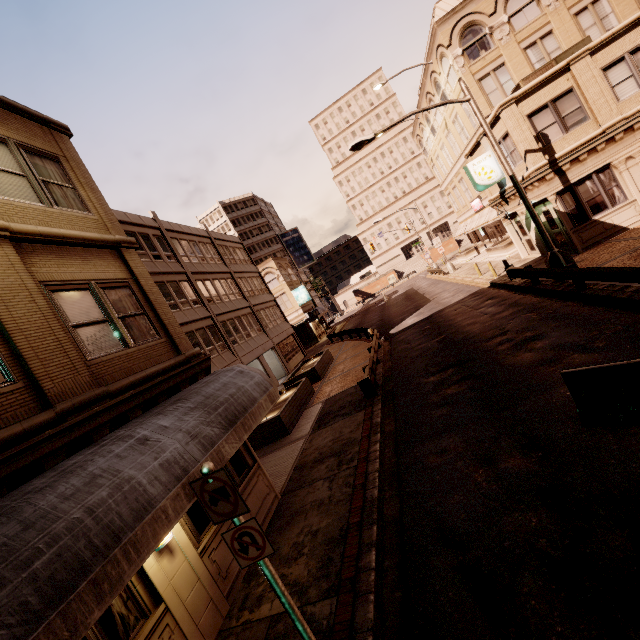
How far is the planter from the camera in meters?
13.8

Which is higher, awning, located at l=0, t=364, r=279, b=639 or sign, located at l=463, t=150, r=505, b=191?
sign, located at l=463, t=150, r=505, b=191

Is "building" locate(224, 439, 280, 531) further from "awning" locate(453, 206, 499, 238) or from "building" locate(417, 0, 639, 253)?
"awning" locate(453, 206, 499, 238)

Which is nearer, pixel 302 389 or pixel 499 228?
pixel 302 389

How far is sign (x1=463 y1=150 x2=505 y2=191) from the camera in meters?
18.6 m

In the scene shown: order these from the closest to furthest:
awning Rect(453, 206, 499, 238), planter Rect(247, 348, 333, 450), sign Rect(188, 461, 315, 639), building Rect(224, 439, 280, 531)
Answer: sign Rect(188, 461, 315, 639), building Rect(224, 439, 280, 531), planter Rect(247, 348, 333, 450), awning Rect(453, 206, 499, 238)

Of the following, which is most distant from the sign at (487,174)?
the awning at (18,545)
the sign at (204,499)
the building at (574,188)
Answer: the sign at (204,499)

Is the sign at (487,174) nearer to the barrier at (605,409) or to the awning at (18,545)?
the barrier at (605,409)
